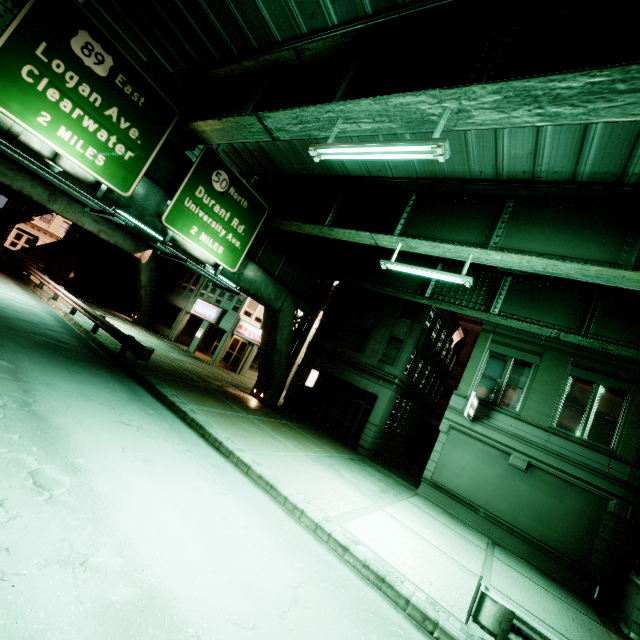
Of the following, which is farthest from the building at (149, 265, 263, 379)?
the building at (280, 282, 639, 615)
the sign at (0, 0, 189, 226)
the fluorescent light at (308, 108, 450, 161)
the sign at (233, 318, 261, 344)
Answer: the fluorescent light at (308, 108, 450, 161)

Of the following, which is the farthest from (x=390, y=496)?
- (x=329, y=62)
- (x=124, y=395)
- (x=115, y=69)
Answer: (x=115, y=69)

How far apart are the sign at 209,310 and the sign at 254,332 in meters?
1.7 m

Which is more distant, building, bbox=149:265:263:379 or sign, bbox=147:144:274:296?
building, bbox=149:265:263:379

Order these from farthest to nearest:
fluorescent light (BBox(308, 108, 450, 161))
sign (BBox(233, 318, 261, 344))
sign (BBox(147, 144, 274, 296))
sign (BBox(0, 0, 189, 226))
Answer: sign (BBox(233, 318, 261, 344)) → sign (BBox(147, 144, 274, 296)) → sign (BBox(0, 0, 189, 226)) → fluorescent light (BBox(308, 108, 450, 161))

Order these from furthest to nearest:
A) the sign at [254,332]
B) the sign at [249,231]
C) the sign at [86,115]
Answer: the sign at [254,332], the sign at [249,231], the sign at [86,115]

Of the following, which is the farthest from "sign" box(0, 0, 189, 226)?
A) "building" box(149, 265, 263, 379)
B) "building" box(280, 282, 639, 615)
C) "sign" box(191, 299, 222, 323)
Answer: "sign" box(191, 299, 222, 323)
